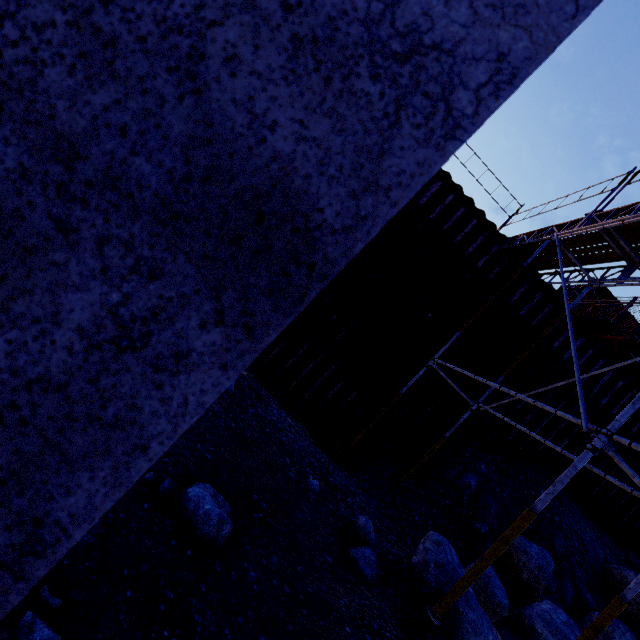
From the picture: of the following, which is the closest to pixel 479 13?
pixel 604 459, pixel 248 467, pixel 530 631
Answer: pixel 530 631

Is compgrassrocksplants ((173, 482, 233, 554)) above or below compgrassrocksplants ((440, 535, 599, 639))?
below

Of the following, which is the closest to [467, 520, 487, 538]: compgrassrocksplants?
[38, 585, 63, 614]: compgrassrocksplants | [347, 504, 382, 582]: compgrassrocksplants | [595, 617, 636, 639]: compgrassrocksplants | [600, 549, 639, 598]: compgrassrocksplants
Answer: [595, 617, 636, 639]: compgrassrocksplants

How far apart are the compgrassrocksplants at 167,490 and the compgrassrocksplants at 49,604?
1.19m

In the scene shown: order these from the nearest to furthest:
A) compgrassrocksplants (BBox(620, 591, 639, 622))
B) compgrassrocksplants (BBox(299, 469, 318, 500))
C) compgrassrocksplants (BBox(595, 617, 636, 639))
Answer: compgrassrocksplants (BBox(299, 469, 318, 500)) → compgrassrocksplants (BBox(595, 617, 636, 639)) → compgrassrocksplants (BBox(620, 591, 639, 622))

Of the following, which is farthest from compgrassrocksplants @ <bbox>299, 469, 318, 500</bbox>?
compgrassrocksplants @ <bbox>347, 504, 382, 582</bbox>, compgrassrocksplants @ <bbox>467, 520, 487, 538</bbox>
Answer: compgrassrocksplants @ <bbox>467, 520, 487, 538</bbox>

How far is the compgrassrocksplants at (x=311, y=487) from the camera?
4.6 meters

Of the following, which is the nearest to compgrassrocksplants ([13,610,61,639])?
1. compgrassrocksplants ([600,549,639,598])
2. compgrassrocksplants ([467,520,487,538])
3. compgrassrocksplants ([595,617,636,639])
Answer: compgrassrocksplants ([467,520,487,538])
